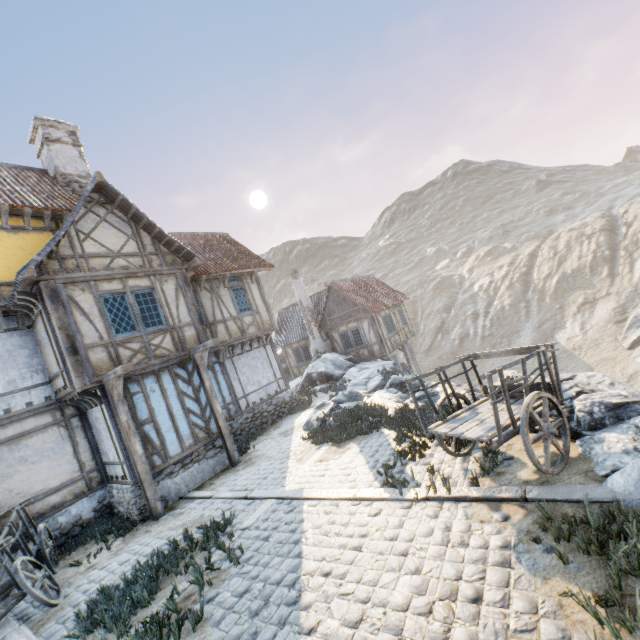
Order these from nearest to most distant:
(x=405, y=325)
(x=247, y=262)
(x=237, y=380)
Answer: (x=237, y=380)
(x=247, y=262)
(x=405, y=325)

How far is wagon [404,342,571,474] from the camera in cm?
460

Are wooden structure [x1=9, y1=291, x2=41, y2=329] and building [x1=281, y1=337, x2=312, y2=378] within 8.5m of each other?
no

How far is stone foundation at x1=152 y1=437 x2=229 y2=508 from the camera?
9.3 meters

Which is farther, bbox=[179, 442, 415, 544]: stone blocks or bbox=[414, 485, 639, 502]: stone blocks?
bbox=[179, 442, 415, 544]: stone blocks

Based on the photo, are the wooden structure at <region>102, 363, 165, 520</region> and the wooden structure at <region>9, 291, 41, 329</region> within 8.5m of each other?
yes

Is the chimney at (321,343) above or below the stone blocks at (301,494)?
above

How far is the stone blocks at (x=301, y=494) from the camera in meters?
5.7
